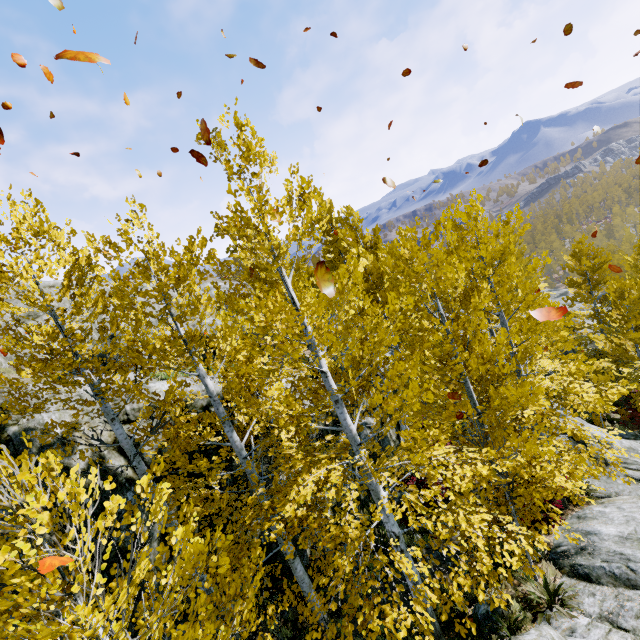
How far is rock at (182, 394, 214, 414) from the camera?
8.59m

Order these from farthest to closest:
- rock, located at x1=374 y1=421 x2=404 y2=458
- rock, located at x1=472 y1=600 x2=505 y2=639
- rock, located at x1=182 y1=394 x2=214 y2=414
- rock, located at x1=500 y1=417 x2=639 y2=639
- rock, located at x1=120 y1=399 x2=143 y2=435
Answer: rock, located at x1=374 y1=421 x2=404 y2=458, rock, located at x1=182 y1=394 x2=214 y2=414, rock, located at x1=120 y1=399 x2=143 y2=435, rock, located at x1=472 y1=600 x2=505 y2=639, rock, located at x1=500 y1=417 x2=639 y2=639

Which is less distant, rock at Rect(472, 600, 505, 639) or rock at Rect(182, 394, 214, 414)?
rock at Rect(472, 600, 505, 639)

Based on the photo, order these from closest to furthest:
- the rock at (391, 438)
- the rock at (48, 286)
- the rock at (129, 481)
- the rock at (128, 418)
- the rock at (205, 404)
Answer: the rock at (129, 481)
the rock at (128, 418)
the rock at (205, 404)
the rock at (391, 438)
the rock at (48, 286)

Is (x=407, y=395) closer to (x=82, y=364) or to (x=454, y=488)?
(x=454, y=488)

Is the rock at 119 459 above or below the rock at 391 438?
above

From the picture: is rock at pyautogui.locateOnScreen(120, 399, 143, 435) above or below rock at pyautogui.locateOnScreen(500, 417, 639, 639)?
above
